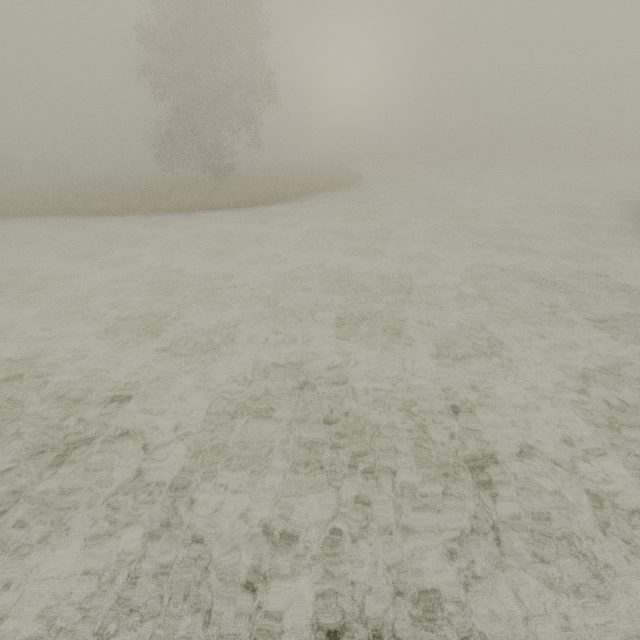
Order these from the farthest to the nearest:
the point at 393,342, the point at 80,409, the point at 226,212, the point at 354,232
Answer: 1. the point at 226,212
2. the point at 354,232
3. the point at 393,342
4. the point at 80,409
